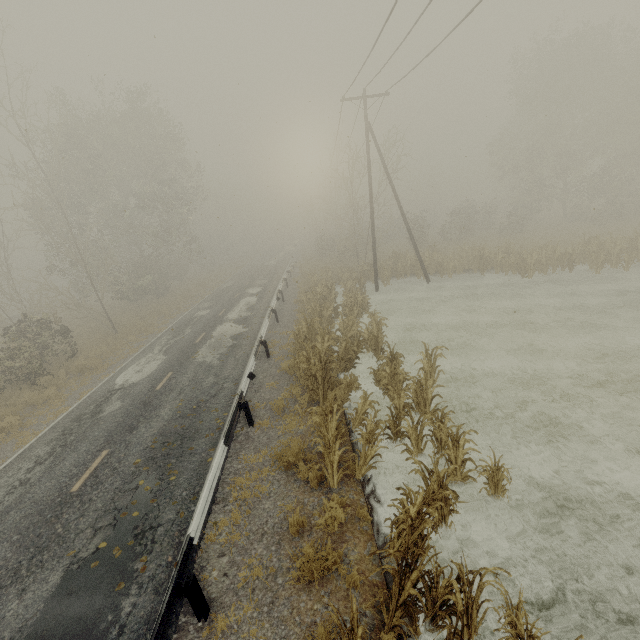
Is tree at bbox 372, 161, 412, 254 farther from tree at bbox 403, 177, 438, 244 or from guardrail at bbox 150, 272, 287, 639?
tree at bbox 403, 177, 438, 244

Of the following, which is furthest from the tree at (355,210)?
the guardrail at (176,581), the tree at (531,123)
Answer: the tree at (531,123)

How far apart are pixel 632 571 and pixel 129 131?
35.6 meters

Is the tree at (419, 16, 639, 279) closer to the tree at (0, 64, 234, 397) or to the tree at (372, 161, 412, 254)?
the tree at (372, 161, 412, 254)

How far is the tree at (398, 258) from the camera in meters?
23.9 m

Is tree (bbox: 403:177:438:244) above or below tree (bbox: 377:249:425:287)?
above

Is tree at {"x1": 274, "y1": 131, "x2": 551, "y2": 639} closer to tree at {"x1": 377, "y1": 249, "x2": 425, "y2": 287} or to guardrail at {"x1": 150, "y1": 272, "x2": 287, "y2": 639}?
guardrail at {"x1": 150, "y1": 272, "x2": 287, "y2": 639}

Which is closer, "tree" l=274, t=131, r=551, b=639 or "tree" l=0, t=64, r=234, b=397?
"tree" l=274, t=131, r=551, b=639
